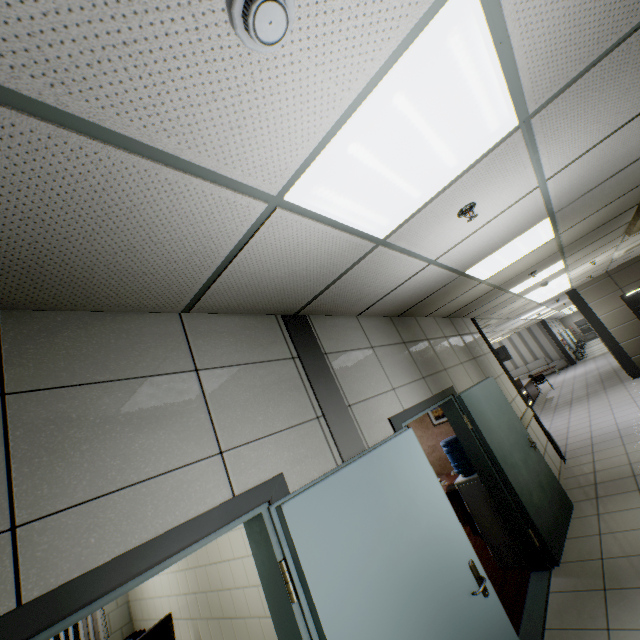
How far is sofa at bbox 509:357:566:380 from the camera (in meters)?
20.41

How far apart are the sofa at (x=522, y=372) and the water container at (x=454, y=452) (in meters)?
20.53

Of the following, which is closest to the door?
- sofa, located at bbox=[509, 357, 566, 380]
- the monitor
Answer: the monitor

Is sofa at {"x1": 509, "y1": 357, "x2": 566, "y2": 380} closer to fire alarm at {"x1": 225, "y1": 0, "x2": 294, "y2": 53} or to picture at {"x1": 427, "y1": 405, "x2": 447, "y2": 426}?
picture at {"x1": 427, "y1": 405, "x2": 447, "y2": 426}

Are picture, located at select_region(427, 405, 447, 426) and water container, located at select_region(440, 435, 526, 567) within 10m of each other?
yes

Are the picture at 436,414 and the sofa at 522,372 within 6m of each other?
no

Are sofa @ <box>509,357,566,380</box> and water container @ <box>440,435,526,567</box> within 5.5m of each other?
no

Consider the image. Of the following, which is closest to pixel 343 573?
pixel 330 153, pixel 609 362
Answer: pixel 330 153
